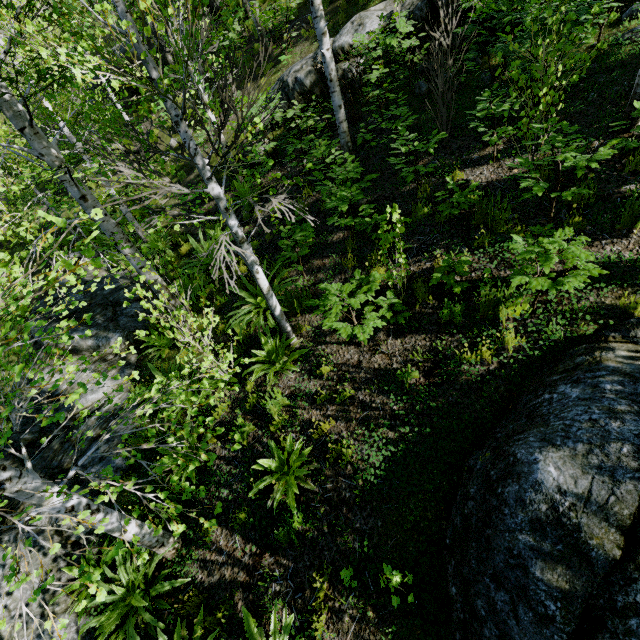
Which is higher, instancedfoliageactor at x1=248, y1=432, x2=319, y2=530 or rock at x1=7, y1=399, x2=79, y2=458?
instancedfoliageactor at x1=248, y1=432, x2=319, y2=530

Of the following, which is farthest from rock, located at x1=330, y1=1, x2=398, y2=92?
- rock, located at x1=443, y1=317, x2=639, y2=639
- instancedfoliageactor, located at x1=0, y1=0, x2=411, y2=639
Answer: rock, located at x1=443, y1=317, x2=639, y2=639

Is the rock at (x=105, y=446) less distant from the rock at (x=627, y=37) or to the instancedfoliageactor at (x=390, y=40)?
the instancedfoliageactor at (x=390, y=40)

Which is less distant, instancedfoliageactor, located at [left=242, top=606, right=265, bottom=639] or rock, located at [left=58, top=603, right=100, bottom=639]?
instancedfoliageactor, located at [left=242, top=606, right=265, bottom=639]

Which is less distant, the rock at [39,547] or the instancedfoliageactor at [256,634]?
the instancedfoliageactor at [256,634]

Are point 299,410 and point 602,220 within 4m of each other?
no

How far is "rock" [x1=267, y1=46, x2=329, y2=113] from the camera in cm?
897

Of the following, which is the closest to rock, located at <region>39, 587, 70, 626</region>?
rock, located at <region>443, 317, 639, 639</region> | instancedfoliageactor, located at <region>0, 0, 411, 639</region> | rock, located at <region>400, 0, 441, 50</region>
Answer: instancedfoliageactor, located at <region>0, 0, 411, 639</region>
